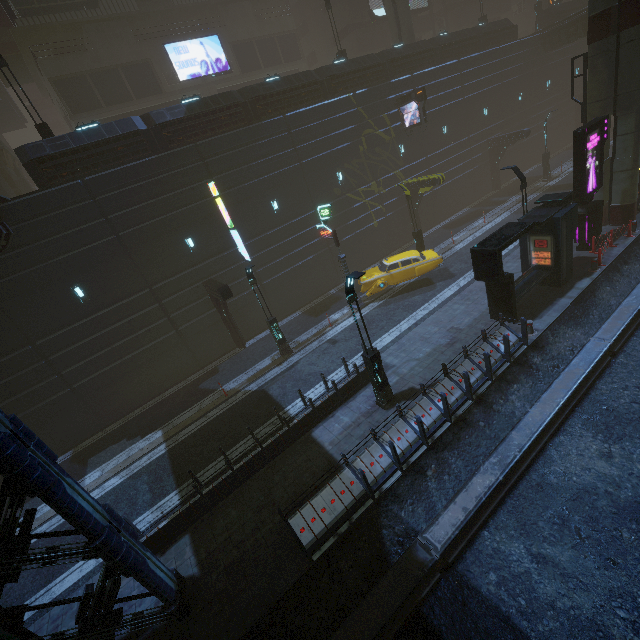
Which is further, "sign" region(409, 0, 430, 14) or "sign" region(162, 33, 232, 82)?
"sign" region(409, 0, 430, 14)

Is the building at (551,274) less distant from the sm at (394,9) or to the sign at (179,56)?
the sign at (179,56)

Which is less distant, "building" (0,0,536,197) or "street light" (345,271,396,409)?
"street light" (345,271,396,409)

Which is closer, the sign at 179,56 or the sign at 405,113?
the sign at 405,113

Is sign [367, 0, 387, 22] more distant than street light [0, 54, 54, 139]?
Yes

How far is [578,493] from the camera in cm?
870

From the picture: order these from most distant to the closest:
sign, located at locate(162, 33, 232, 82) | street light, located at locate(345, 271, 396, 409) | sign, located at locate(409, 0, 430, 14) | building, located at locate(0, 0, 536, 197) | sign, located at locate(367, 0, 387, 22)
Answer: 1. sign, located at locate(409, 0, 430, 14)
2. sign, located at locate(367, 0, 387, 22)
3. sign, located at locate(162, 33, 232, 82)
4. building, located at locate(0, 0, 536, 197)
5. street light, located at locate(345, 271, 396, 409)

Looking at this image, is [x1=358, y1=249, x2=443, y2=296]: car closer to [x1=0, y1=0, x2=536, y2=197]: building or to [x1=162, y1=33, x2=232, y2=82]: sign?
[x1=0, y1=0, x2=536, y2=197]: building
